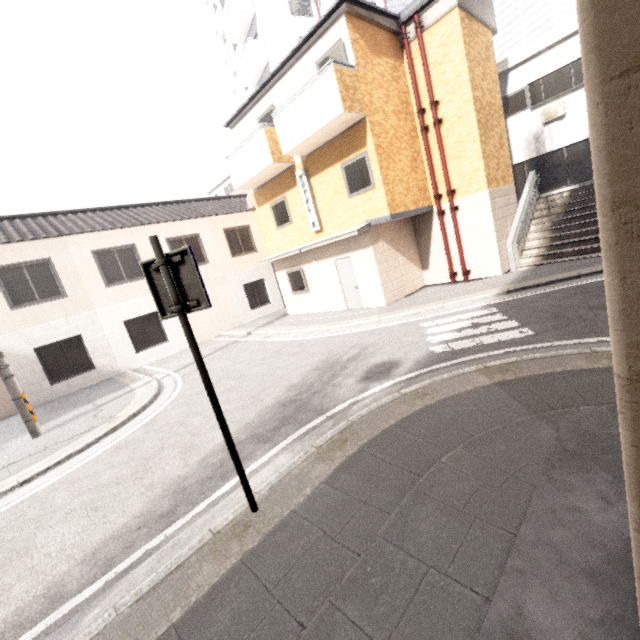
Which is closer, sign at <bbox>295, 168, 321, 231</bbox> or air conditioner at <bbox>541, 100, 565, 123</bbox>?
sign at <bbox>295, 168, 321, 231</bbox>

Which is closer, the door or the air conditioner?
the door

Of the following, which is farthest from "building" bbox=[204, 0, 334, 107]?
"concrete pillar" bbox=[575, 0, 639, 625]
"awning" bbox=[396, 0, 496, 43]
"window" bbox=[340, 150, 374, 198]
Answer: "concrete pillar" bbox=[575, 0, 639, 625]

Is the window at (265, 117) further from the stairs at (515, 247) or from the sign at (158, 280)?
the sign at (158, 280)

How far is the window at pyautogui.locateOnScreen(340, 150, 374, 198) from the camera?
10.39m

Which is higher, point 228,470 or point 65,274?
point 65,274

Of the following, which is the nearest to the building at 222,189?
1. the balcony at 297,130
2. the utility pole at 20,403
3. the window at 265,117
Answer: the window at 265,117

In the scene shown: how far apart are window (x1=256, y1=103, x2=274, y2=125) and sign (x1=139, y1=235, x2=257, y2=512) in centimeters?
1151cm
